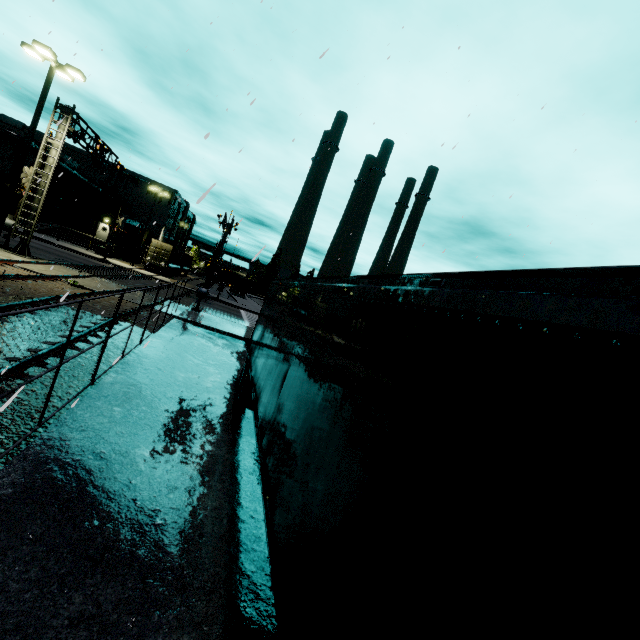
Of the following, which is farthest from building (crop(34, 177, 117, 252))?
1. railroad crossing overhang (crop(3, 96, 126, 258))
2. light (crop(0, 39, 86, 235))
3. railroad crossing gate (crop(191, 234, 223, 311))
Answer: railroad crossing gate (crop(191, 234, 223, 311))

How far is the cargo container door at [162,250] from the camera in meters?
41.1

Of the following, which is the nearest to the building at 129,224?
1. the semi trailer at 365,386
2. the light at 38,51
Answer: the semi trailer at 365,386

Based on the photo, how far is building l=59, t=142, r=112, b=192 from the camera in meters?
43.2

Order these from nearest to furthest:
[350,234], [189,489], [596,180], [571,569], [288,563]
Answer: [571,569]
[288,563]
[189,489]
[596,180]
[350,234]

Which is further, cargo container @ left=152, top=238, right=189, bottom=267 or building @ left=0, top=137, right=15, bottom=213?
cargo container @ left=152, top=238, right=189, bottom=267

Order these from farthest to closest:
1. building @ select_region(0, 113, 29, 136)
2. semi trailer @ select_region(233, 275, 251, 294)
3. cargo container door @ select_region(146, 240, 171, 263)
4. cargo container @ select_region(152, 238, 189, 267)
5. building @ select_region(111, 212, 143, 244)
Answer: semi trailer @ select_region(233, 275, 251, 294), building @ select_region(111, 212, 143, 244), cargo container @ select_region(152, 238, 189, 267), cargo container door @ select_region(146, 240, 171, 263), building @ select_region(0, 113, 29, 136)

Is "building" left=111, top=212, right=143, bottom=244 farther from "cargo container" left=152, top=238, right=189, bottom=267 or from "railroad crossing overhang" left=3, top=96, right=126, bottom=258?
"railroad crossing overhang" left=3, top=96, right=126, bottom=258
